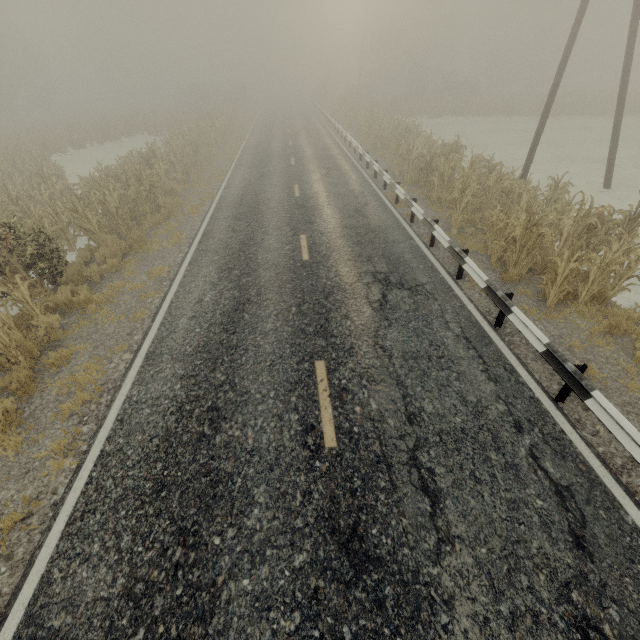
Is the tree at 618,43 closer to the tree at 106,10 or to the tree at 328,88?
the tree at 328,88

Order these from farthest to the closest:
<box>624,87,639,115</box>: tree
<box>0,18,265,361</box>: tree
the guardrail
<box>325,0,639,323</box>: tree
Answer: <box>624,87,639,115</box>: tree
<box>0,18,265,361</box>: tree
<box>325,0,639,323</box>: tree
the guardrail

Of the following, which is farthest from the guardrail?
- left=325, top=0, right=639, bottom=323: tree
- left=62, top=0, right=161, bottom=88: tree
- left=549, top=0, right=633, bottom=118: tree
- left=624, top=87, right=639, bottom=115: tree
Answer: left=62, top=0, right=161, bottom=88: tree

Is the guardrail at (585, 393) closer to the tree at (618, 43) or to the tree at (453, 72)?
the tree at (453, 72)

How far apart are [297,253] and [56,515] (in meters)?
7.60

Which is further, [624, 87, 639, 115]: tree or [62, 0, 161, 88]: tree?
[62, 0, 161, 88]: tree

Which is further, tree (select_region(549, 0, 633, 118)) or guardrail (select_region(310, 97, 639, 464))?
tree (select_region(549, 0, 633, 118))

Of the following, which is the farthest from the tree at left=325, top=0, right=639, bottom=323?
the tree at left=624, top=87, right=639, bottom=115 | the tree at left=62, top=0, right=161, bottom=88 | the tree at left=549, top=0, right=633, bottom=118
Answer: the tree at left=62, top=0, right=161, bottom=88
